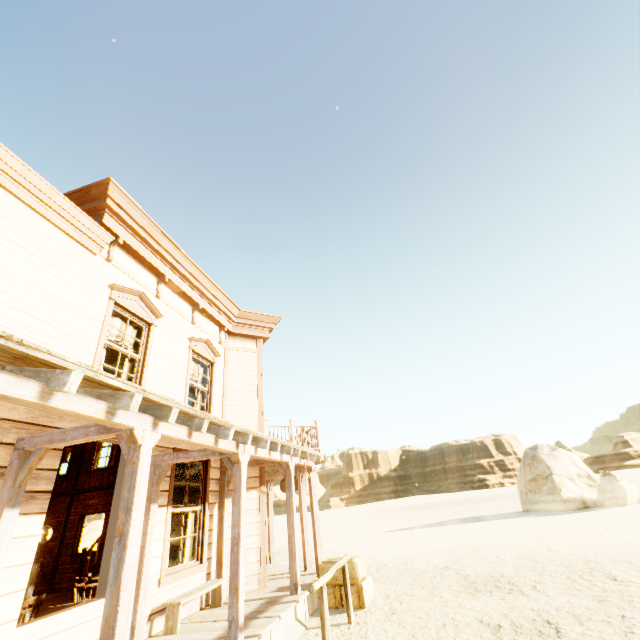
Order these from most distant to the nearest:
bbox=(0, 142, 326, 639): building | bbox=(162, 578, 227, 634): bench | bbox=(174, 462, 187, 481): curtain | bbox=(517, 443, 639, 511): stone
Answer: bbox=(517, 443, 639, 511): stone
bbox=(174, 462, 187, 481): curtain
bbox=(162, 578, 227, 634): bench
bbox=(0, 142, 326, 639): building

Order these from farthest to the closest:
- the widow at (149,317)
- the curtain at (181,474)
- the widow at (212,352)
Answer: the widow at (212,352)
the curtain at (181,474)
the widow at (149,317)

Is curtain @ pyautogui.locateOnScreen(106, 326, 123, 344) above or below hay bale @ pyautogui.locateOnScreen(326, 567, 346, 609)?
above

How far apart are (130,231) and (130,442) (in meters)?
4.93

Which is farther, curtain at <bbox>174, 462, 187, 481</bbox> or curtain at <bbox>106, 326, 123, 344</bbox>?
curtain at <bbox>174, 462, 187, 481</bbox>

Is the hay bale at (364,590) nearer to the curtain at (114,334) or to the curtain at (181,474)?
the curtain at (181,474)

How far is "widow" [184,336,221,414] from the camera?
8.1 meters

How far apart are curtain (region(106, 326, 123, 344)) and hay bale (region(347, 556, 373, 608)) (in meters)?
5.75
